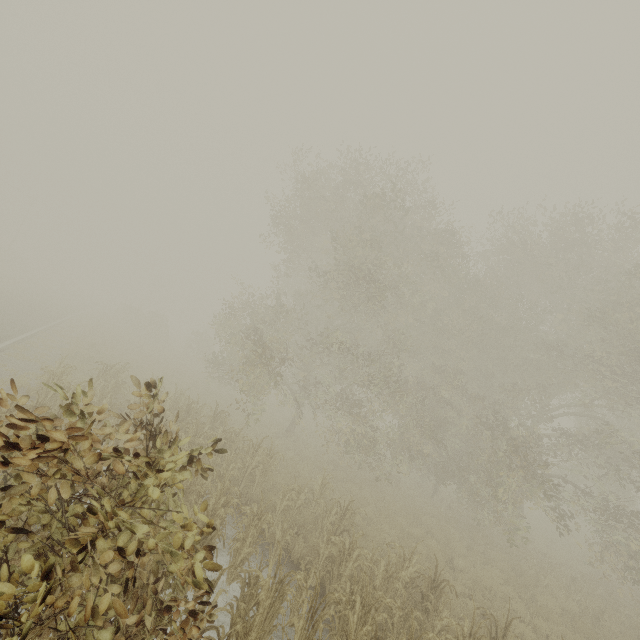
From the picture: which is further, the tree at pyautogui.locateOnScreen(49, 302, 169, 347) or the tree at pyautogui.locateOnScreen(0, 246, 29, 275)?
the tree at pyautogui.locateOnScreen(0, 246, 29, 275)

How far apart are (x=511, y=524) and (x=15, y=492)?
19.2 meters

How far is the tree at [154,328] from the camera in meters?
26.0

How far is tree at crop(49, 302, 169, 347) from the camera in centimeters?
2600cm

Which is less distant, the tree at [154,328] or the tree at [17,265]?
the tree at [154,328]
